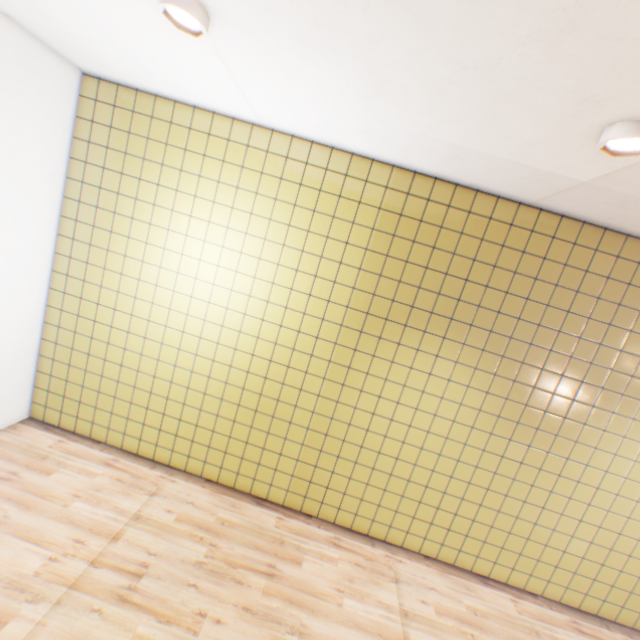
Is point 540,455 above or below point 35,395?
above
